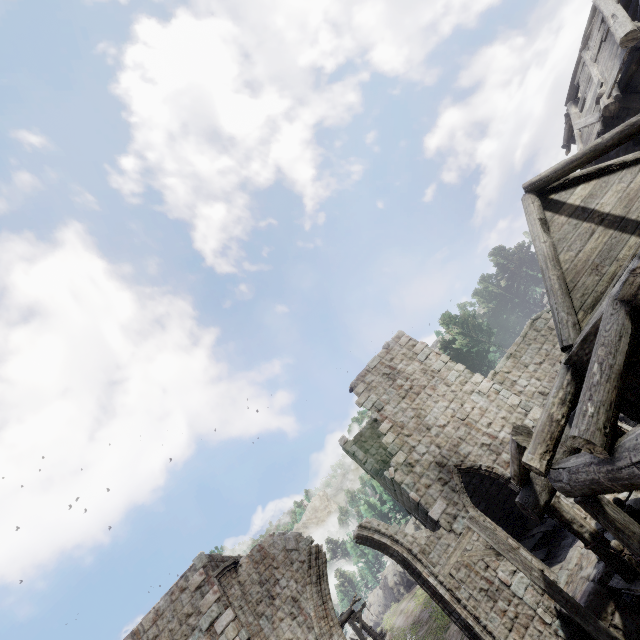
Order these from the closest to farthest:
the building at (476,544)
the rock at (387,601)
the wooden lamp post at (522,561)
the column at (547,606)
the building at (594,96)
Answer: the building at (594,96)
the wooden lamp post at (522,561)
the column at (547,606)
the building at (476,544)
the rock at (387,601)

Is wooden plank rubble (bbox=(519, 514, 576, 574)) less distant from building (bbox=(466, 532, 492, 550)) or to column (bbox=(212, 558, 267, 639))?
building (bbox=(466, 532, 492, 550))

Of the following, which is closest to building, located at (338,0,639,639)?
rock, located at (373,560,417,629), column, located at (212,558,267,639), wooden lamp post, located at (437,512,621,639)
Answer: column, located at (212,558,267,639)

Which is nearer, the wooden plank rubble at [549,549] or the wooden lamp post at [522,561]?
the wooden lamp post at [522,561]

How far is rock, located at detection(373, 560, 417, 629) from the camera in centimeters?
4628cm

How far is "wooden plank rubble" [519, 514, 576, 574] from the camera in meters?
11.4

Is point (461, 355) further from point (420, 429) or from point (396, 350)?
point (420, 429)

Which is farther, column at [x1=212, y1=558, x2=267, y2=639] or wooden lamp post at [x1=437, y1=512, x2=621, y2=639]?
column at [x1=212, y1=558, x2=267, y2=639]
